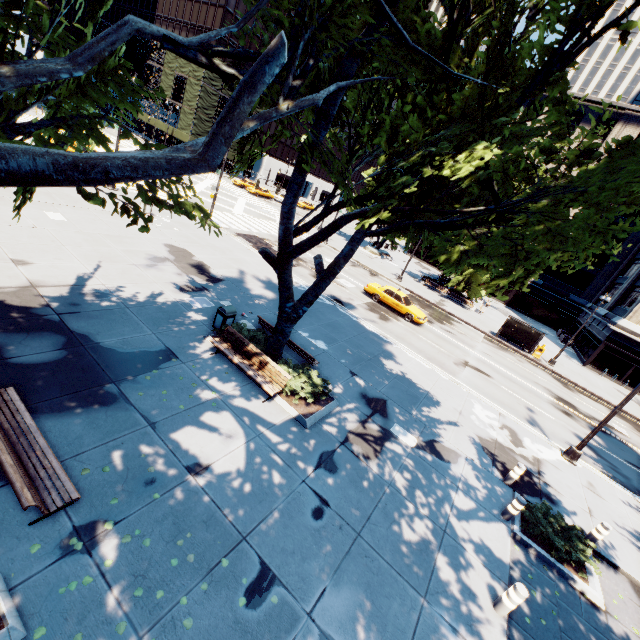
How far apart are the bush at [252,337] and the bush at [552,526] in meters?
9.3

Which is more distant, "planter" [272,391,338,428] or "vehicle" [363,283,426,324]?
"vehicle" [363,283,426,324]

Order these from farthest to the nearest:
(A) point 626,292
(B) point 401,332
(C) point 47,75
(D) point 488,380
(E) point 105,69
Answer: (A) point 626,292, (B) point 401,332, (D) point 488,380, (E) point 105,69, (C) point 47,75

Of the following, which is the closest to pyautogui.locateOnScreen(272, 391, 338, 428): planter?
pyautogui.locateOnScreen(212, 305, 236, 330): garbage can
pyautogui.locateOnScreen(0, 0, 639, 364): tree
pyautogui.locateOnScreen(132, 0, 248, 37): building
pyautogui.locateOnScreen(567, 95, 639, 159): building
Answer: pyautogui.locateOnScreen(212, 305, 236, 330): garbage can

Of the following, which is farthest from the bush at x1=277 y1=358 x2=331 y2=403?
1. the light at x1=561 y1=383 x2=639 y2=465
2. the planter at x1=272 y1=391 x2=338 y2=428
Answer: the light at x1=561 y1=383 x2=639 y2=465

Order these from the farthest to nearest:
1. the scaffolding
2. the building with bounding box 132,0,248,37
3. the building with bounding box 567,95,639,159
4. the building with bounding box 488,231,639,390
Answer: the building with bounding box 132,0,248,37 < the scaffolding < the building with bounding box 567,95,639,159 < the building with bounding box 488,231,639,390

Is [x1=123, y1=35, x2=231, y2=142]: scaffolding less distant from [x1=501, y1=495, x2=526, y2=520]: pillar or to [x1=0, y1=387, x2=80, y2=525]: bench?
[x1=0, y1=387, x2=80, y2=525]: bench

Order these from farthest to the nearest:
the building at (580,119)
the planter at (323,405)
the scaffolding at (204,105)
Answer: the scaffolding at (204,105), the building at (580,119), the planter at (323,405)
